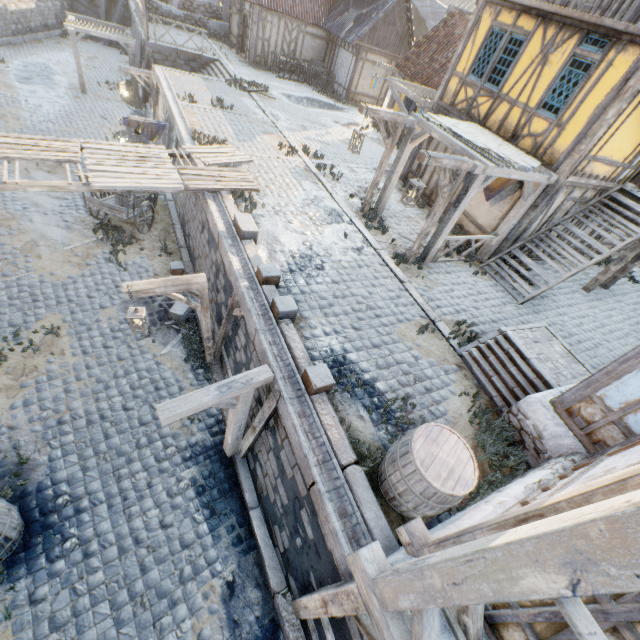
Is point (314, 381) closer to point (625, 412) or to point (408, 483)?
point (408, 483)

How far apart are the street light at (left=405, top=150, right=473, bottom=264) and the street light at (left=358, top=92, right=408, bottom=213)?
2.3m

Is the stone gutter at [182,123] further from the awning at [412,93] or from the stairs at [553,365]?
the stairs at [553,365]

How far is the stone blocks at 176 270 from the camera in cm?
1077

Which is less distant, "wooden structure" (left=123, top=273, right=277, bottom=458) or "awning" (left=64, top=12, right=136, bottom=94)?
"wooden structure" (left=123, top=273, right=277, bottom=458)

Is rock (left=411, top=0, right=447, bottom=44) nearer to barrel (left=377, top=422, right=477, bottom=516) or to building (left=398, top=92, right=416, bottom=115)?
building (left=398, top=92, right=416, bottom=115)

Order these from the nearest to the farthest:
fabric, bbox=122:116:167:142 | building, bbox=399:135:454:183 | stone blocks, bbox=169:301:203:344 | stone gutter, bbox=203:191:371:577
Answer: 1. stone gutter, bbox=203:191:371:577
2. stone blocks, bbox=169:301:203:344
3. fabric, bbox=122:116:167:142
4. building, bbox=399:135:454:183

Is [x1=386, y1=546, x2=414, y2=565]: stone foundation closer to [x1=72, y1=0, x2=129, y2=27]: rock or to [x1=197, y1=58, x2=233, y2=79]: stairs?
[x1=72, y1=0, x2=129, y2=27]: rock
